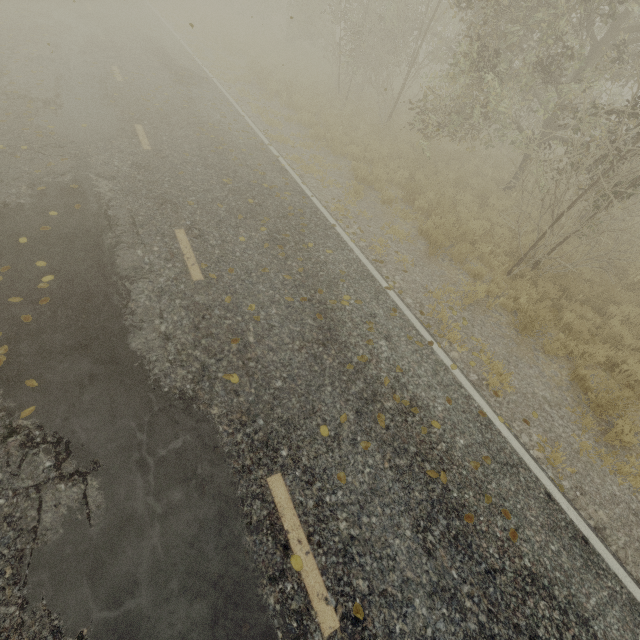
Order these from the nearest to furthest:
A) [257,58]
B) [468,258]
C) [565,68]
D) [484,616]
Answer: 1. [484,616]
2. [565,68]
3. [468,258]
4. [257,58]
